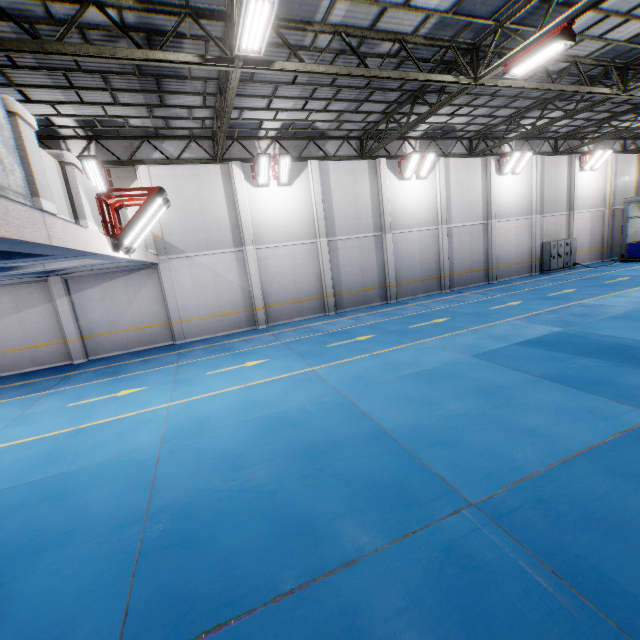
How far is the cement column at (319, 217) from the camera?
16.3 meters

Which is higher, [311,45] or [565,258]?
[311,45]

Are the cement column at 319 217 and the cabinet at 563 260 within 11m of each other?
no

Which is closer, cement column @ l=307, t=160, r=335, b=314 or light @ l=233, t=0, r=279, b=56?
light @ l=233, t=0, r=279, b=56

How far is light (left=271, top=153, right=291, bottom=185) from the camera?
14.78m

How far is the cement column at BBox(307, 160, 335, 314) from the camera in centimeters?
1630cm

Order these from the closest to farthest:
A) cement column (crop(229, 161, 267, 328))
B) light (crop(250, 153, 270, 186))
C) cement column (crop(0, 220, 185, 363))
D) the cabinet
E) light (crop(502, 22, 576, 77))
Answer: light (crop(502, 22, 576, 77)), cement column (crop(0, 220, 185, 363)), light (crop(250, 153, 270, 186)), cement column (crop(229, 161, 267, 328)), the cabinet

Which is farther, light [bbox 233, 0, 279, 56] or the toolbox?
the toolbox
